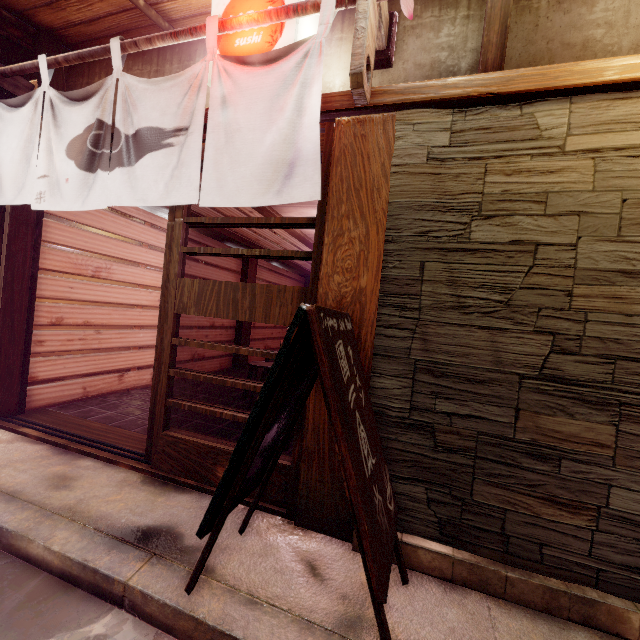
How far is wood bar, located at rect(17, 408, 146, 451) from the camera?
5.85m

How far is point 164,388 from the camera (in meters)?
4.91

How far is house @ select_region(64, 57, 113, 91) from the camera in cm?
592

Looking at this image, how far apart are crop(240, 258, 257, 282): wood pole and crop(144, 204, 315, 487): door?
8.8m

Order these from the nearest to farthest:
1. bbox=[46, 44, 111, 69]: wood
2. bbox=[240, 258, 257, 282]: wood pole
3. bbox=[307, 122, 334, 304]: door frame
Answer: bbox=[307, 122, 334, 304]: door frame < bbox=[46, 44, 111, 69]: wood < bbox=[240, 258, 257, 282]: wood pole

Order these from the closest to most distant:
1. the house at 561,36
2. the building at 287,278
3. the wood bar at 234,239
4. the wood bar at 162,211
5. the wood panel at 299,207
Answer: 1. the house at 561,36
2. the wood panel at 299,207
3. the wood bar at 162,211
4. the wood bar at 234,239
5. the building at 287,278

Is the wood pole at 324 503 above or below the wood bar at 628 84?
below

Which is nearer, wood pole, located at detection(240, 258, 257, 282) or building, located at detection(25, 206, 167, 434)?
building, located at detection(25, 206, 167, 434)
